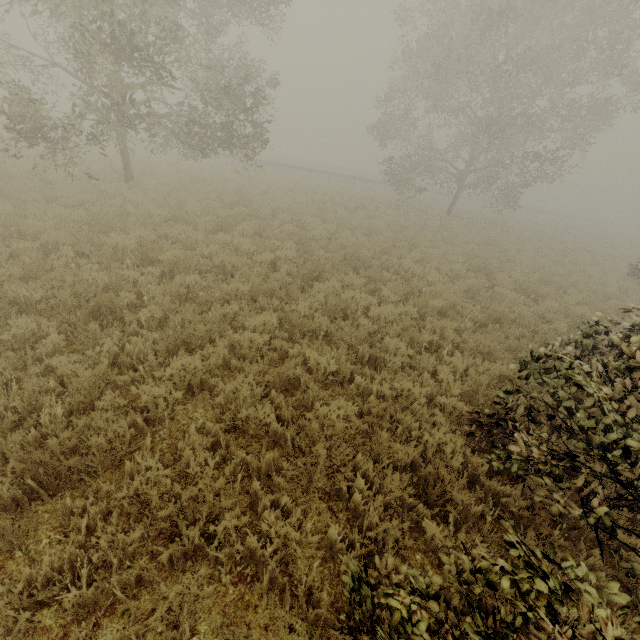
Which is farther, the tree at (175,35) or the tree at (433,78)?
the tree at (433,78)

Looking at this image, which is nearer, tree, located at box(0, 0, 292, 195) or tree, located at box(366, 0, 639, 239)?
tree, located at box(0, 0, 292, 195)

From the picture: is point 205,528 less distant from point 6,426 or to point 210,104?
point 6,426
